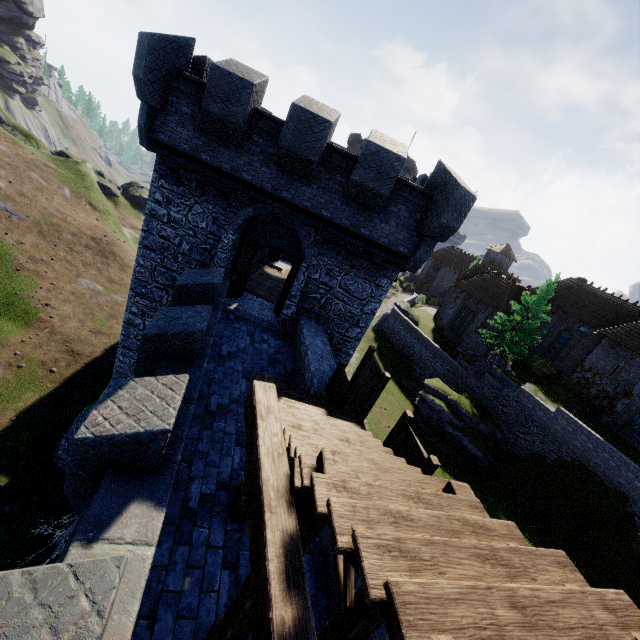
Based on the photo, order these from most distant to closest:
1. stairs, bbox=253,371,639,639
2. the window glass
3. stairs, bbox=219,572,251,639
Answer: the window glass
stairs, bbox=219,572,251,639
stairs, bbox=253,371,639,639

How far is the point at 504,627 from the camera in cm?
153

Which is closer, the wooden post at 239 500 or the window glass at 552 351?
the wooden post at 239 500

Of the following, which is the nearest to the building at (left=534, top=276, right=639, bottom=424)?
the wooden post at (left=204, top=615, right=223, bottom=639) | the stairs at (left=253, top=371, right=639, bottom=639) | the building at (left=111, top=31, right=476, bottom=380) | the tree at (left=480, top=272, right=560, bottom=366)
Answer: the tree at (left=480, top=272, right=560, bottom=366)

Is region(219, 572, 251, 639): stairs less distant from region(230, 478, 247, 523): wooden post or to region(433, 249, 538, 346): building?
region(230, 478, 247, 523): wooden post

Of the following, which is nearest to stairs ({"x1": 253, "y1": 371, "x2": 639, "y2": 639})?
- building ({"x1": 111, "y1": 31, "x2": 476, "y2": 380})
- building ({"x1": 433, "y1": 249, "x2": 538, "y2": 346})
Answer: building ({"x1": 111, "y1": 31, "x2": 476, "y2": 380})

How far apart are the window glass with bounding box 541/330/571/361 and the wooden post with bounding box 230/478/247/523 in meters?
36.0

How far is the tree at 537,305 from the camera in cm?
2761
